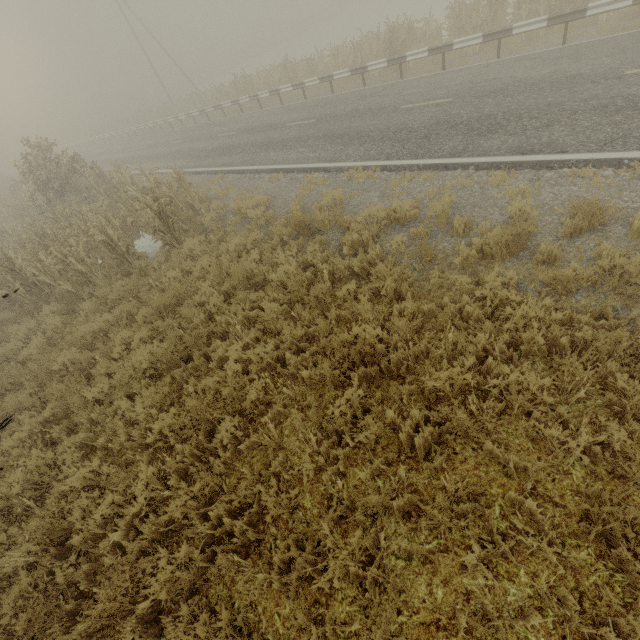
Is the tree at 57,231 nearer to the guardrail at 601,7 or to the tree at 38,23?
the tree at 38,23

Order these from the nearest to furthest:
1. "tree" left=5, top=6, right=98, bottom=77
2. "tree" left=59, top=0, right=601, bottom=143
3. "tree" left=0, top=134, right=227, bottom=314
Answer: "tree" left=0, top=134, right=227, bottom=314
"tree" left=59, top=0, right=601, bottom=143
"tree" left=5, top=6, right=98, bottom=77

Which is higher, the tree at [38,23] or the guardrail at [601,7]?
the tree at [38,23]

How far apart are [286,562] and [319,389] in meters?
2.2

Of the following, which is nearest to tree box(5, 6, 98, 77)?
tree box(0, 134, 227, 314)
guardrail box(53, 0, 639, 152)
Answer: tree box(0, 134, 227, 314)

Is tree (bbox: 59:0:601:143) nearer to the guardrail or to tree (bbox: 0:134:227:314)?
tree (bbox: 0:134:227:314)

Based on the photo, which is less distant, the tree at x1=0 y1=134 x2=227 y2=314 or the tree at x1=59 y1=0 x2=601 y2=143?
the tree at x1=0 y1=134 x2=227 y2=314
